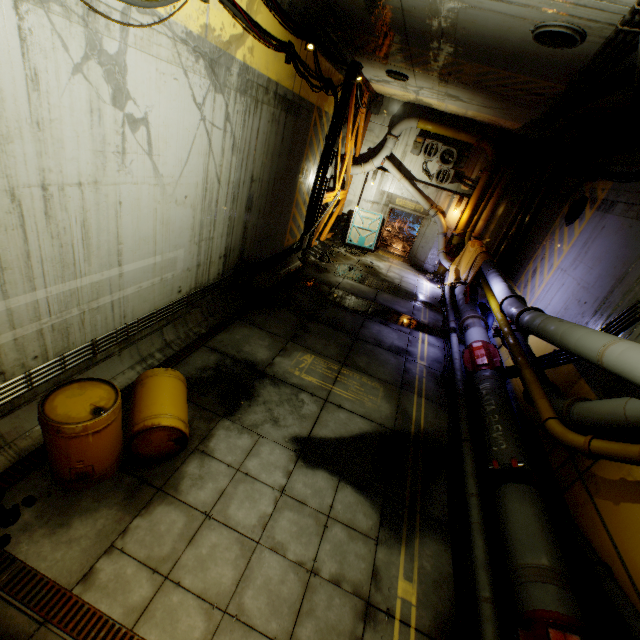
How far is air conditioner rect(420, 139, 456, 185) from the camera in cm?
1512

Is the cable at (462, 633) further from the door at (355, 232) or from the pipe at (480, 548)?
the door at (355, 232)

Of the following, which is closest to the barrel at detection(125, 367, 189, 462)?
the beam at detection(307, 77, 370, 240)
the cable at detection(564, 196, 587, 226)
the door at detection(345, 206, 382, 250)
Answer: the cable at detection(564, 196, 587, 226)

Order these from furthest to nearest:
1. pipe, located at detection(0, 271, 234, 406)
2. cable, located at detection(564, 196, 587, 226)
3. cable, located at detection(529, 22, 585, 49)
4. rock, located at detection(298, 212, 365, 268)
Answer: rock, located at detection(298, 212, 365, 268)
cable, located at detection(564, 196, 587, 226)
cable, located at detection(529, 22, 585, 49)
pipe, located at detection(0, 271, 234, 406)

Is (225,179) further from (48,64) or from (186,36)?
(48,64)

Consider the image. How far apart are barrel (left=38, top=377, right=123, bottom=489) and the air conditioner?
15.1 meters

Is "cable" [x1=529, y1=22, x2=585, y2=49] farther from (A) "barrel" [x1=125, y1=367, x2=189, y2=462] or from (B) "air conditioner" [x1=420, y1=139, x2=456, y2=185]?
(B) "air conditioner" [x1=420, y1=139, x2=456, y2=185]

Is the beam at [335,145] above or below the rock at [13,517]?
above
